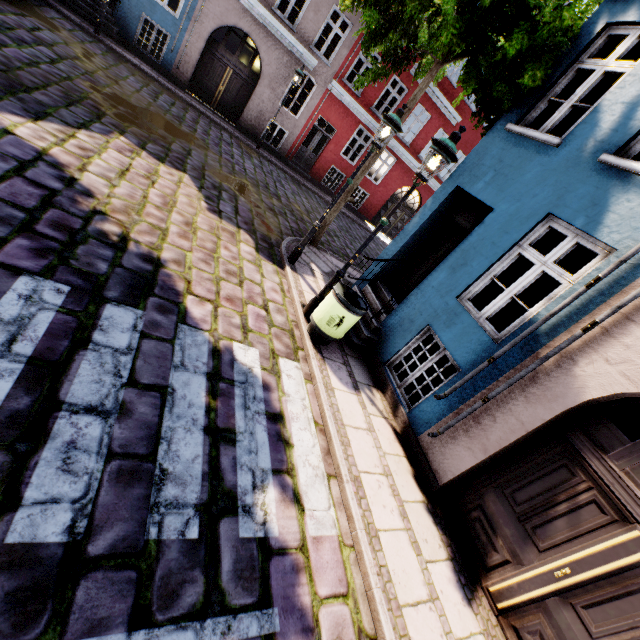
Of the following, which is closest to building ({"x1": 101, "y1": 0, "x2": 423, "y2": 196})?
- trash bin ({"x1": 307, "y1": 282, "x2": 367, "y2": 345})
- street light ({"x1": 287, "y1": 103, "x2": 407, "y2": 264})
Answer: trash bin ({"x1": 307, "y1": 282, "x2": 367, "y2": 345})

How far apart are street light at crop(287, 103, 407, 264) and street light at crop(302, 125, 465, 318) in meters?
1.5

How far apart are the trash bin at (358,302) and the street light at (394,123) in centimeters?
206cm

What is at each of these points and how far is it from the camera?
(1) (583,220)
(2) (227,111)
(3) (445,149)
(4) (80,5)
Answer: (1) building, 4.3m
(2) building, 15.6m
(3) street light, 4.5m
(4) building, 12.0m

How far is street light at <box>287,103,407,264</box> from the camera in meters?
6.0

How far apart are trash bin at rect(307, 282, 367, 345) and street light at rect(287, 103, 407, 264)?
2.1 meters

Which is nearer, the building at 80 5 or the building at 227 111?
the building at 80 5

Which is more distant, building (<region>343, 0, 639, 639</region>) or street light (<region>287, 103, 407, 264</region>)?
street light (<region>287, 103, 407, 264</region>)
